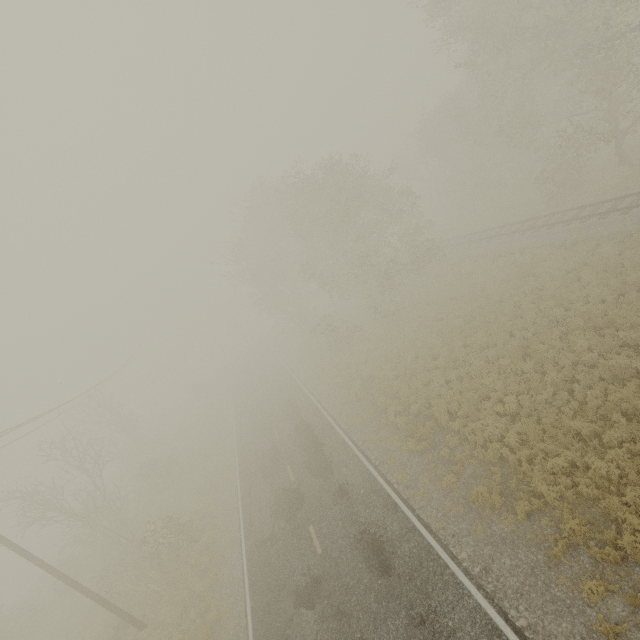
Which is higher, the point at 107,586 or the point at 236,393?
the point at 107,586
